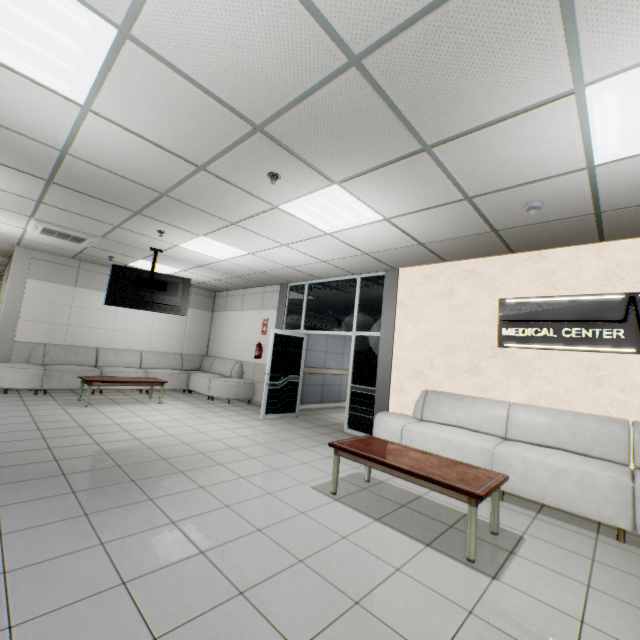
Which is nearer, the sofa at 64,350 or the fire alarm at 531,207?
the fire alarm at 531,207

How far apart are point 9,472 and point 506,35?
5.4m

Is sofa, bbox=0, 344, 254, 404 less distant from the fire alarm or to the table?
the table

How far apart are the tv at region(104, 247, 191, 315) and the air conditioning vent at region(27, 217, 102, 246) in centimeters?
51cm

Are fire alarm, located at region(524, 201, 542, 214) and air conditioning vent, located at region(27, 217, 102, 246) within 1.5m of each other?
no

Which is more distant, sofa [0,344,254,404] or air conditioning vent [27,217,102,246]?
sofa [0,344,254,404]

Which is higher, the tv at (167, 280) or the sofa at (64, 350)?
the tv at (167, 280)

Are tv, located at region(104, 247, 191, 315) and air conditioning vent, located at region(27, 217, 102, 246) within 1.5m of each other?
yes
